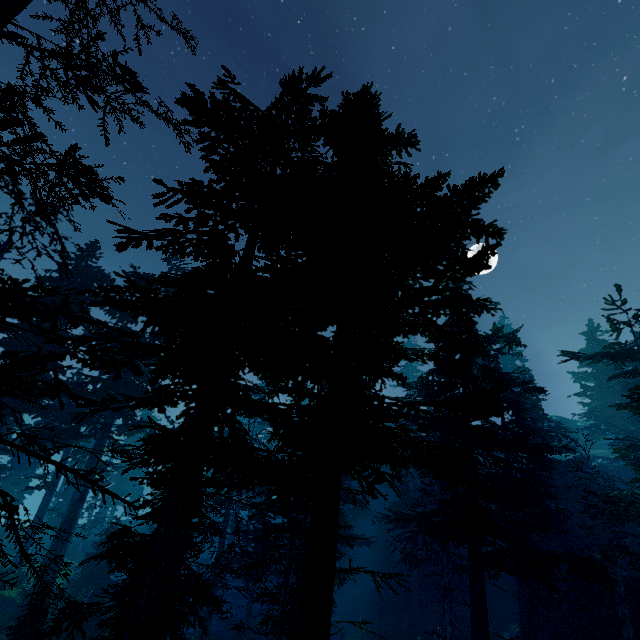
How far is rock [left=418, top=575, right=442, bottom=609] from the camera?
26.6 meters

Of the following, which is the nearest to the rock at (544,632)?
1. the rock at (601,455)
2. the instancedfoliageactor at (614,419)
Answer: the instancedfoliageactor at (614,419)

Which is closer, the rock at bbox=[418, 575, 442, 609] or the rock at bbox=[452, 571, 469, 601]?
the rock at bbox=[418, 575, 442, 609]

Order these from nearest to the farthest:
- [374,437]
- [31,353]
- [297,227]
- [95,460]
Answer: [374,437]
[31,353]
[297,227]
[95,460]

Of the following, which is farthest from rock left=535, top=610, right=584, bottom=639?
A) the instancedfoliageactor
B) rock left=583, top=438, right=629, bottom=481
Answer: rock left=583, top=438, right=629, bottom=481

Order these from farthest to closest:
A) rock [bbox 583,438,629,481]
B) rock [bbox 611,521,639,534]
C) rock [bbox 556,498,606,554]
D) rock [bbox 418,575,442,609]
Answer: rock [bbox 583,438,629,481]
rock [bbox 556,498,606,554]
rock [bbox 418,575,442,609]
rock [bbox 611,521,639,534]
